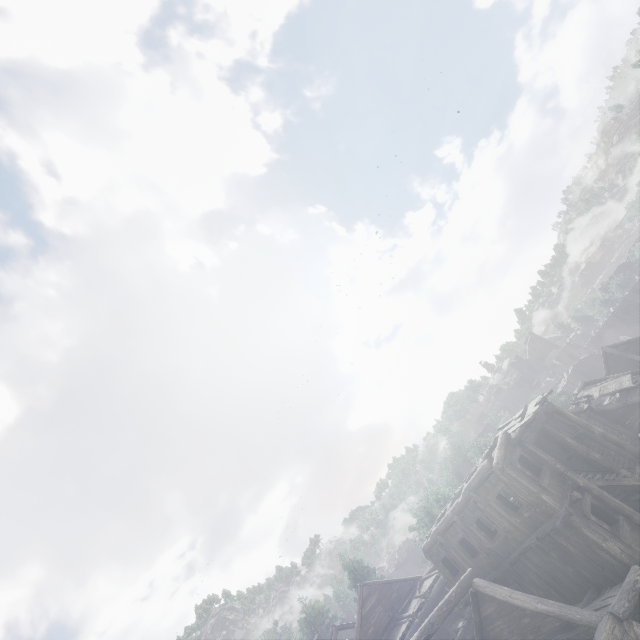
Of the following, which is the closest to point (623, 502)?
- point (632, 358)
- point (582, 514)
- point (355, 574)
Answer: point (582, 514)

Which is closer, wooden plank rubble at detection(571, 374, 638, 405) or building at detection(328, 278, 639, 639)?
building at detection(328, 278, 639, 639)

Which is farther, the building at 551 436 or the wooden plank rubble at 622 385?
the wooden plank rubble at 622 385
